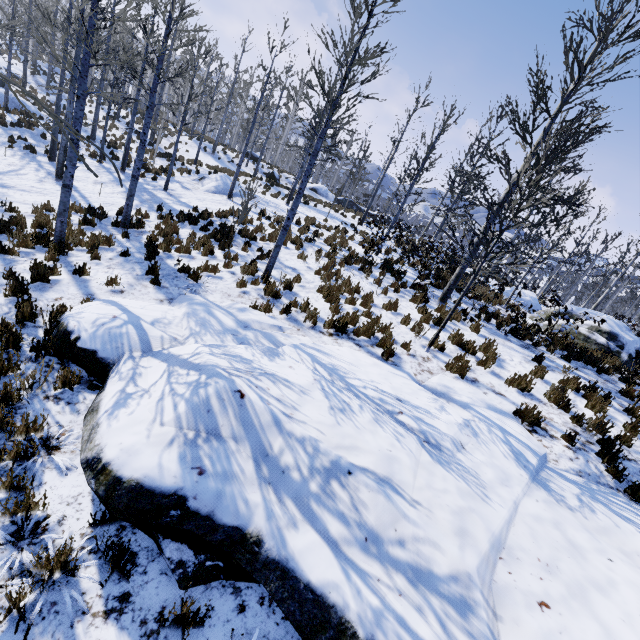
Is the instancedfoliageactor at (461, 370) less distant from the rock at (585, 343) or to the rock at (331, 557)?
the rock at (331, 557)

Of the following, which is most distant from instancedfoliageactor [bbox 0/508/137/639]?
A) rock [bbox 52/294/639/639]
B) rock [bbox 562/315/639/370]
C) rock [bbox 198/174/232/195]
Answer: rock [bbox 562/315/639/370]

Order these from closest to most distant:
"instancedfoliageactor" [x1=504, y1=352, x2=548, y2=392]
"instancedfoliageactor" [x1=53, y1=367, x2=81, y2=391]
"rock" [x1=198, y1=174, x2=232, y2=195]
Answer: "instancedfoliageactor" [x1=53, y1=367, x2=81, y2=391] < "instancedfoliageactor" [x1=504, y1=352, x2=548, y2=392] < "rock" [x1=198, y1=174, x2=232, y2=195]

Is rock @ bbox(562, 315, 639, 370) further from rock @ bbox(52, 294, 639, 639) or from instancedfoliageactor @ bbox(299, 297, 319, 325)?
rock @ bbox(52, 294, 639, 639)

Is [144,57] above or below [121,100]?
above

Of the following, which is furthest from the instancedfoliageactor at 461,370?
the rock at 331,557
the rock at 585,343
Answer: the rock at 585,343

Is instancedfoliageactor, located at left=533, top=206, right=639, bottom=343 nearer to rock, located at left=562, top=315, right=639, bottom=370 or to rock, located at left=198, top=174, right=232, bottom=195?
rock, located at left=198, top=174, right=232, bottom=195
